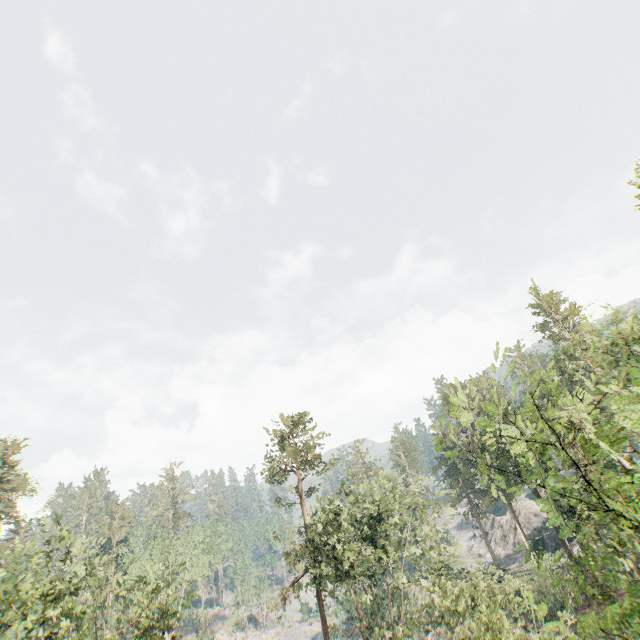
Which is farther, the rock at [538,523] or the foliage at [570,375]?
the rock at [538,523]

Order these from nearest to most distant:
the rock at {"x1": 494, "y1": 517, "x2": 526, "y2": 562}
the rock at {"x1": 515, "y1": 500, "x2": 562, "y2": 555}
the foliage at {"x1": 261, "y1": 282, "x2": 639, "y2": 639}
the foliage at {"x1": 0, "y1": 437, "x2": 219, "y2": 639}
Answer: the foliage at {"x1": 261, "y1": 282, "x2": 639, "y2": 639} → the foliage at {"x1": 0, "y1": 437, "x2": 219, "y2": 639} → the rock at {"x1": 515, "y1": 500, "x2": 562, "y2": 555} → the rock at {"x1": 494, "y1": 517, "x2": 526, "y2": 562}

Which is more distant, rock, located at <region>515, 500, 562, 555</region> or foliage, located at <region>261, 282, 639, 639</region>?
rock, located at <region>515, 500, 562, 555</region>

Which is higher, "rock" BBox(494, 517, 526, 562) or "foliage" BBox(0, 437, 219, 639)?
"foliage" BBox(0, 437, 219, 639)

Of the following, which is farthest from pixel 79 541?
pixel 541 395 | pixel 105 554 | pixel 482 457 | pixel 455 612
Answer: pixel 105 554

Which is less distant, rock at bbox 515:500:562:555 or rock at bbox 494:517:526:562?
rock at bbox 515:500:562:555

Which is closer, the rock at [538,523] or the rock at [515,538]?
the rock at [538,523]
